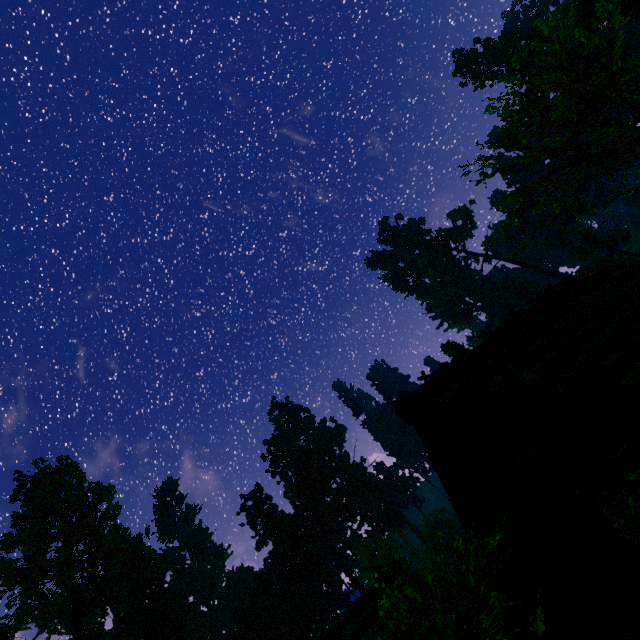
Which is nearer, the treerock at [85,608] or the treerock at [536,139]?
the treerock at [536,139]

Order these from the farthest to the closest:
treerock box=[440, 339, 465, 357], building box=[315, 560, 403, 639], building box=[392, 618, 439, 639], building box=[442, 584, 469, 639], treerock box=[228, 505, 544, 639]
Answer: treerock box=[440, 339, 465, 357], building box=[315, 560, 403, 639], building box=[442, 584, 469, 639], building box=[392, 618, 439, 639], treerock box=[228, 505, 544, 639]

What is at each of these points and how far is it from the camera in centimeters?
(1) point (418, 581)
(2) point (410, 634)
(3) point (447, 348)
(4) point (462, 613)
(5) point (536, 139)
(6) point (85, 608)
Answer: (1) building, 2222cm
(2) building, 1830cm
(3) treerock, 5088cm
(4) building, 1908cm
(5) treerock, 2111cm
(6) treerock, 4312cm

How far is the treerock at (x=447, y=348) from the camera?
49.4m

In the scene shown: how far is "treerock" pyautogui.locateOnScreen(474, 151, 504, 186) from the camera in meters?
18.7 m

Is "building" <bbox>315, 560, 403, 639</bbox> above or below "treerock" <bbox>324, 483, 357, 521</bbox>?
below

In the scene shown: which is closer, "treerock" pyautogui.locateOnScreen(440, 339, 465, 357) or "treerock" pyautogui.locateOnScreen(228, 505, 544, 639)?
"treerock" pyautogui.locateOnScreen(228, 505, 544, 639)
